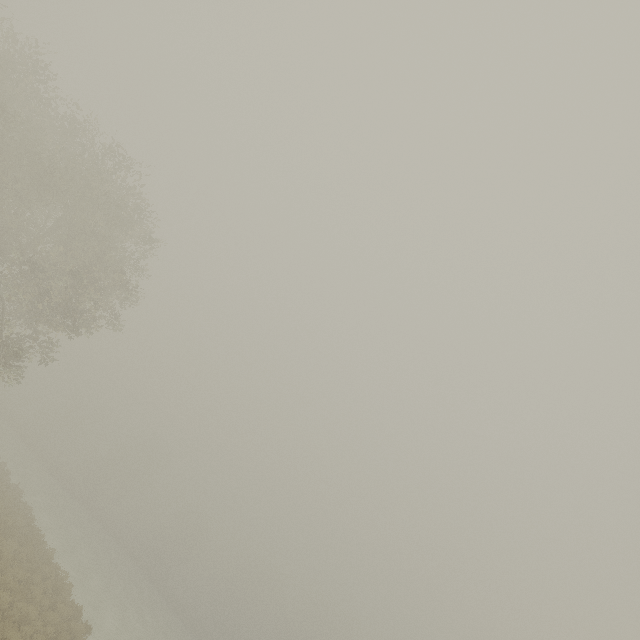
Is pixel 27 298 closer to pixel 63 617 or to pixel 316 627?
pixel 63 617
